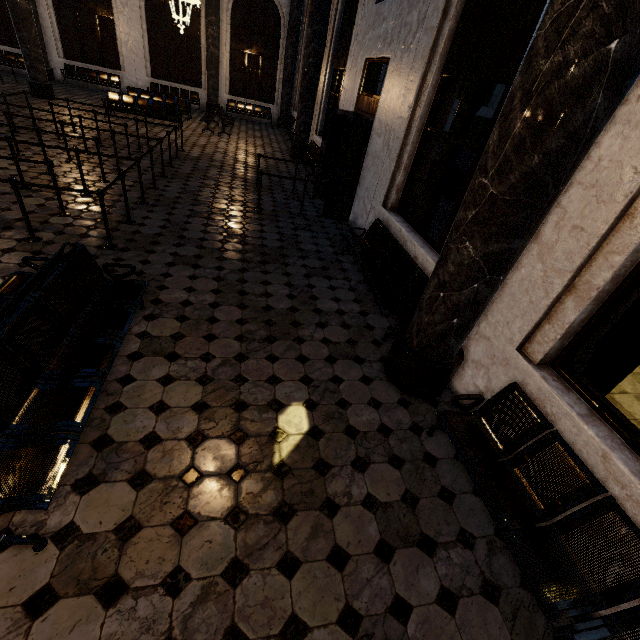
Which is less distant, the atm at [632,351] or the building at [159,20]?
the building at [159,20]

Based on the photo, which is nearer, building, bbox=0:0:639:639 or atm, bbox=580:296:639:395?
building, bbox=0:0:639:639

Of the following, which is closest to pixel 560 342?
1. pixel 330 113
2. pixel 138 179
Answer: pixel 138 179
